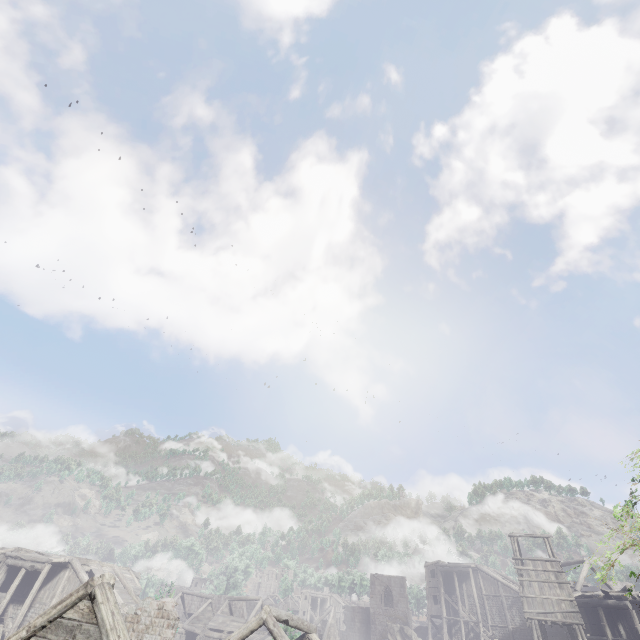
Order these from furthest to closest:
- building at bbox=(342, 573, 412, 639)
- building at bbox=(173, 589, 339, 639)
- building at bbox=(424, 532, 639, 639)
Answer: building at bbox=(342, 573, 412, 639) → building at bbox=(424, 532, 639, 639) → building at bbox=(173, 589, 339, 639)

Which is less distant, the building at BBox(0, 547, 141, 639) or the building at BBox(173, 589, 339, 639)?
the building at BBox(0, 547, 141, 639)

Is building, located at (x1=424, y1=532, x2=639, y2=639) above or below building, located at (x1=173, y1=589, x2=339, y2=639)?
above

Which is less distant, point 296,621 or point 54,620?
point 54,620

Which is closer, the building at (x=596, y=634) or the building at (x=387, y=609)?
the building at (x=596, y=634)
